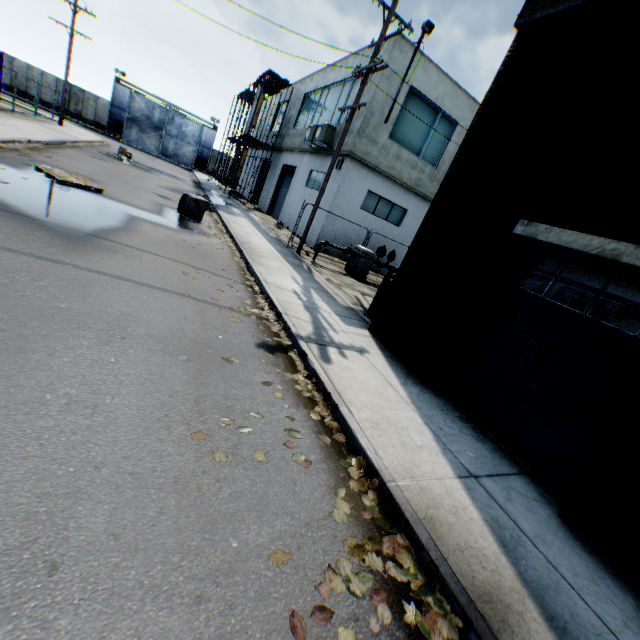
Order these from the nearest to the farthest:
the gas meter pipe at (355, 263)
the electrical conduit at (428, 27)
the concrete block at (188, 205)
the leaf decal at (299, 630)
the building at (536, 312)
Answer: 1. the leaf decal at (299, 630)
2. the building at (536, 312)
3. the concrete block at (188, 205)
4. the electrical conduit at (428, 27)
5. the gas meter pipe at (355, 263)

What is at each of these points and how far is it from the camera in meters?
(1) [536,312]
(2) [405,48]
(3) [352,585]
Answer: (1) building, 5.2 m
(2) building, 14.1 m
(3) leaf decal, 2.4 m

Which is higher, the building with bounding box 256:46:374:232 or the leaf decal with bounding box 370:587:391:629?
the building with bounding box 256:46:374:232

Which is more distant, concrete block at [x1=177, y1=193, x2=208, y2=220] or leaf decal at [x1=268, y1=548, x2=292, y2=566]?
concrete block at [x1=177, y1=193, x2=208, y2=220]

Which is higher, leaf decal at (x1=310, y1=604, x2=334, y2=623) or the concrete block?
the concrete block

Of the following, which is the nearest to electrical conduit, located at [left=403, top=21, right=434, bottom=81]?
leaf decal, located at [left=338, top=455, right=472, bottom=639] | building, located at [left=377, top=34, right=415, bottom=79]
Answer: building, located at [left=377, top=34, right=415, bottom=79]

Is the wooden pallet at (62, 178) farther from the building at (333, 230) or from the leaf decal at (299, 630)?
the leaf decal at (299, 630)

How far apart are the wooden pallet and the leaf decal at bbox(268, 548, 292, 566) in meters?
11.7
